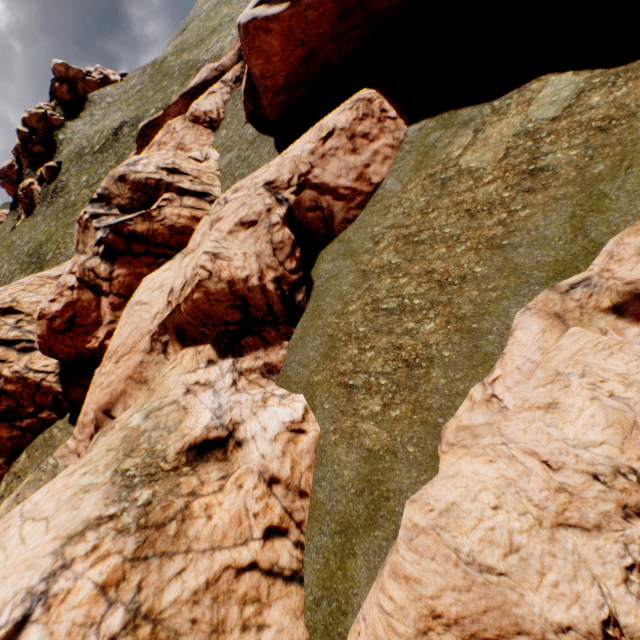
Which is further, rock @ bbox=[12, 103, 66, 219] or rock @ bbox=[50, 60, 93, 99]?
rock @ bbox=[50, 60, 93, 99]

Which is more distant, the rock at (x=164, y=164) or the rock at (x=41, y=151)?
the rock at (x=41, y=151)

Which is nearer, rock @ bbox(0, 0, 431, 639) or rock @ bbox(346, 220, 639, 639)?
rock @ bbox(346, 220, 639, 639)

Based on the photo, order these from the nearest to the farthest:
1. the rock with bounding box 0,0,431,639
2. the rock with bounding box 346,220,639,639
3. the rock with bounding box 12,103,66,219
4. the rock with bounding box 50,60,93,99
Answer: the rock with bounding box 346,220,639,639
the rock with bounding box 0,0,431,639
the rock with bounding box 12,103,66,219
the rock with bounding box 50,60,93,99

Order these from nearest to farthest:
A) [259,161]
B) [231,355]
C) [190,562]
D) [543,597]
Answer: [543,597] < [190,562] < [231,355] < [259,161]

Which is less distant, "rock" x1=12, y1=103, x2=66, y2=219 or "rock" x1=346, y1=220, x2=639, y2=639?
"rock" x1=346, y1=220, x2=639, y2=639
